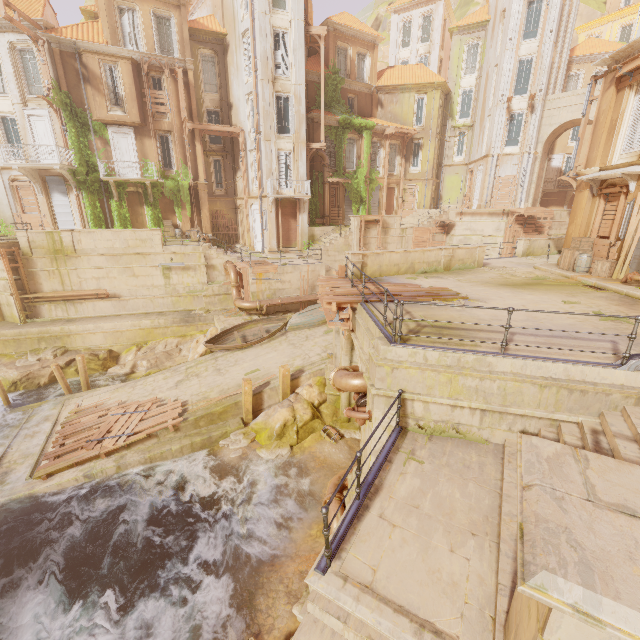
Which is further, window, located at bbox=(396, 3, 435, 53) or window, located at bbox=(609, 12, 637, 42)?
window, located at bbox=(396, 3, 435, 53)

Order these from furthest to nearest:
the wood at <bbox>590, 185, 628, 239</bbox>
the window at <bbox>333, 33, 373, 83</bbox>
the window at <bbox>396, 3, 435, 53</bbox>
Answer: the window at <bbox>396, 3, 435, 53</bbox> < the window at <bbox>333, 33, 373, 83</bbox> < the wood at <bbox>590, 185, 628, 239</bbox>

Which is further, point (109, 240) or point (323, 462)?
point (109, 240)

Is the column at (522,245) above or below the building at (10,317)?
above

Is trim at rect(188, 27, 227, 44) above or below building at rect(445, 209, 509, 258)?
above

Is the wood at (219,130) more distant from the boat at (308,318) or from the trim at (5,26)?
the boat at (308,318)

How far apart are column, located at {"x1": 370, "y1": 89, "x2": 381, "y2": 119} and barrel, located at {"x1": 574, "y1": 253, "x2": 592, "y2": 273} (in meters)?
25.12

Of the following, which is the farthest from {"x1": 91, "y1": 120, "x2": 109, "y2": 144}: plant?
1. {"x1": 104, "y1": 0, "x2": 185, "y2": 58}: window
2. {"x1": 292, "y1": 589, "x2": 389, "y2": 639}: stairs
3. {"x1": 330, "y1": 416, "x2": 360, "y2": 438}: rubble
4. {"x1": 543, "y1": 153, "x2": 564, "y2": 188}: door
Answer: {"x1": 543, "y1": 153, "x2": 564, "y2": 188}: door
